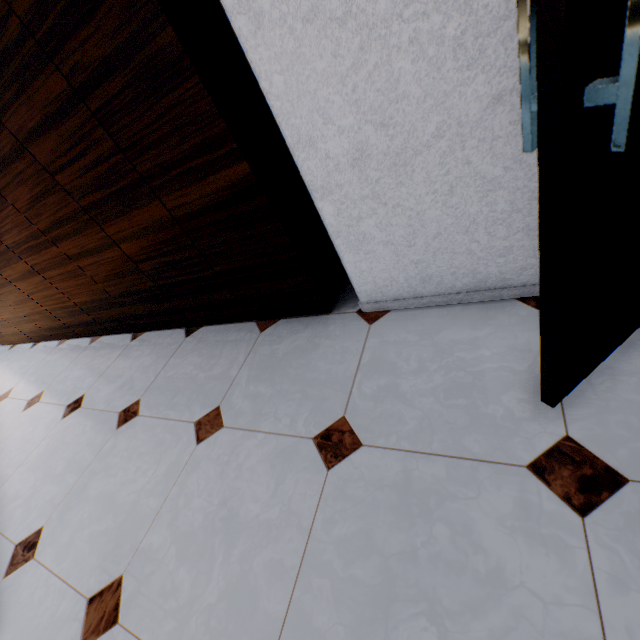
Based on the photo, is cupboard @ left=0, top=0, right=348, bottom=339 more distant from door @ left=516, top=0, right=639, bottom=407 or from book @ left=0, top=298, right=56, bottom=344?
door @ left=516, top=0, right=639, bottom=407

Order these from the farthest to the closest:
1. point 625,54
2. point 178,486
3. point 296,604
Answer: point 178,486 < point 296,604 < point 625,54

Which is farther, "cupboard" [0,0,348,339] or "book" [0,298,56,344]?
"book" [0,298,56,344]

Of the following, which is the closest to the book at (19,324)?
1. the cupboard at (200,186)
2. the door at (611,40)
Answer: the cupboard at (200,186)

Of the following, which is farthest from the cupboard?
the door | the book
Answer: the door
